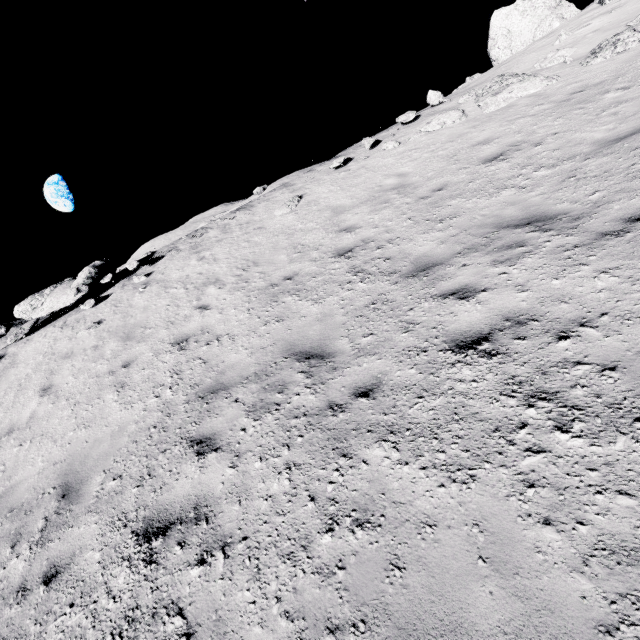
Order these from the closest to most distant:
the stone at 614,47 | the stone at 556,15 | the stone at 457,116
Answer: the stone at 614,47 → the stone at 457,116 → the stone at 556,15

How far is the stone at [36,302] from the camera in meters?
10.9 m

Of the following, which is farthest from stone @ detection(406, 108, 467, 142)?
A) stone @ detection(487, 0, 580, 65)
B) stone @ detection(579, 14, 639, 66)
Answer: stone @ detection(487, 0, 580, 65)

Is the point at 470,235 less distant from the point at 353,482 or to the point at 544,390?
the point at 544,390

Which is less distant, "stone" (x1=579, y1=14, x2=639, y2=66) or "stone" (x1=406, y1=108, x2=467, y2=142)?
"stone" (x1=579, y1=14, x2=639, y2=66)

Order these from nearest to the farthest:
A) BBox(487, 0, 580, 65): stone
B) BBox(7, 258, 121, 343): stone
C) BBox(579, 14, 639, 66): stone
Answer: BBox(579, 14, 639, 66): stone → BBox(7, 258, 121, 343): stone → BBox(487, 0, 580, 65): stone

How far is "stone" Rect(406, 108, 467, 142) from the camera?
10.0 meters

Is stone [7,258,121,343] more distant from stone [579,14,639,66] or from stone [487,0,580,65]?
stone [487,0,580,65]
